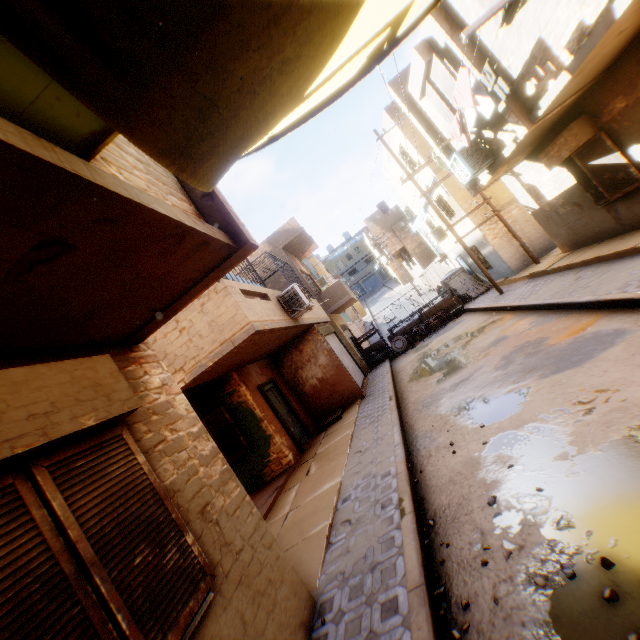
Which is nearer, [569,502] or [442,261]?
[569,502]

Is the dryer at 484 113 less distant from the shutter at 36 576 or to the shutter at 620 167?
the shutter at 620 167

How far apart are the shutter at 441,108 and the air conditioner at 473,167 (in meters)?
0.57

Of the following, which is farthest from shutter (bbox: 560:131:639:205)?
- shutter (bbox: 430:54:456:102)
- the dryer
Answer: shutter (bbox: 430:54:456:102)

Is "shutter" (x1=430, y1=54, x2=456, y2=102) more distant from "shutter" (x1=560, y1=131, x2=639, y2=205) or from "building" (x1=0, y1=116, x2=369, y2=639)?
"shutter" (x1=560, y1=131, x2=639, y2=205)

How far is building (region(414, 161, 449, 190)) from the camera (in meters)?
14.91

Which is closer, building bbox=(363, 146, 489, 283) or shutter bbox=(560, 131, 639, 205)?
shutter bbox=(560, 131, 639, 205)

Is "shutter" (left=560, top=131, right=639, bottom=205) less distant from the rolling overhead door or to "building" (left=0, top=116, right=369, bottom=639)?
"building" (left=0, top=116, right=369, bottom=639)
